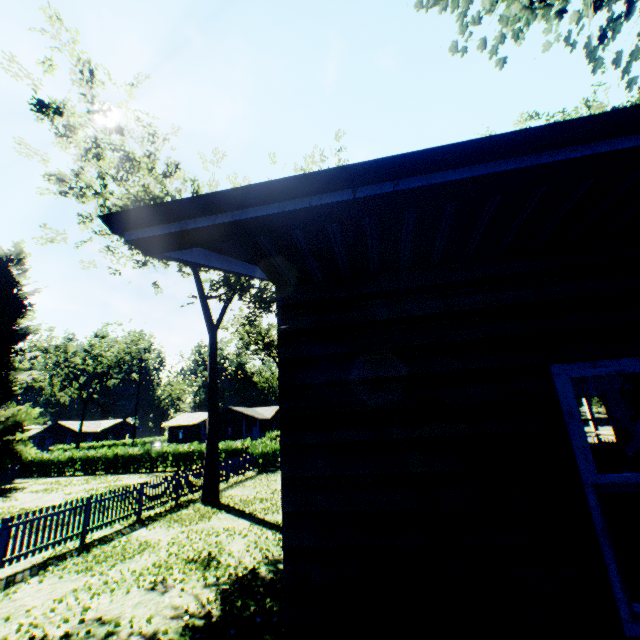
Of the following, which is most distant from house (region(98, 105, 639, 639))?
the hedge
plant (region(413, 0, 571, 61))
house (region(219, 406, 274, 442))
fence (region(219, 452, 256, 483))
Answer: house (region(219, 406, 274, 442))

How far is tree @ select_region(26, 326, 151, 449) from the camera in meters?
49.2

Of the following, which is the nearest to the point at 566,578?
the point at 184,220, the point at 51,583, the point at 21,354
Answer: the point at 184,220

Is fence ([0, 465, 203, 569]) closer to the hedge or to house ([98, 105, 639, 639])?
the hedge

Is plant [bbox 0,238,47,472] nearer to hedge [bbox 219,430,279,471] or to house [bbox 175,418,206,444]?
hedge [bbox 219,430,279,471]

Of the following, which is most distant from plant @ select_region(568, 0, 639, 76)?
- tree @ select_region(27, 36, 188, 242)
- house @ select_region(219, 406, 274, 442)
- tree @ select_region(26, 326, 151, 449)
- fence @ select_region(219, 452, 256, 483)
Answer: house @ select_region(219, 406, 274, 442)

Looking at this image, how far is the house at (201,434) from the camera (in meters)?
54.56

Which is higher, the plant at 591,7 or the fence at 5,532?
the plant at 591,7
